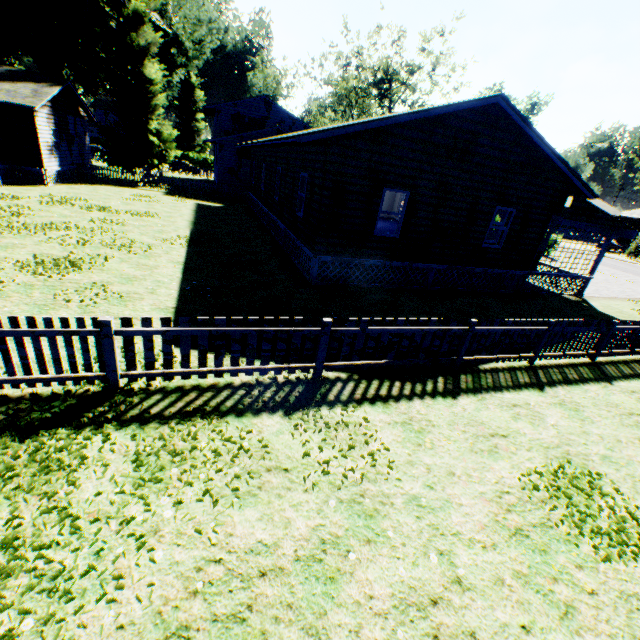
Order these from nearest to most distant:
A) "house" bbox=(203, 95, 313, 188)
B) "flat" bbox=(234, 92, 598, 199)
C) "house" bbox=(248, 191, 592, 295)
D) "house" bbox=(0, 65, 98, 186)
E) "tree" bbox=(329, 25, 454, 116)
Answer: "flat" bbox=(234, 92, 598, 199) → "house" bbox=(248, 191, 592, 295) → "house" bbox=(0, 65, 98, 186) → "house" bbox=(203, 95, 313, 188) → "tree" bbox=(329, 25, 454, 116)

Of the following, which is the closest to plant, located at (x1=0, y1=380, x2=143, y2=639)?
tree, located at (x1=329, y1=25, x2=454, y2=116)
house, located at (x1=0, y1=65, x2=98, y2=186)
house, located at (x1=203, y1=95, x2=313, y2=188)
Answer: house, located at (x1=0, y1=65, x2=98, y2=186)

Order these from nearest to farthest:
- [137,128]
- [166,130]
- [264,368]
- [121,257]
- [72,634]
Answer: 1. [72,634]
2. [264,368]
3. [121,257]
4. [137,128]
5. [166,130]

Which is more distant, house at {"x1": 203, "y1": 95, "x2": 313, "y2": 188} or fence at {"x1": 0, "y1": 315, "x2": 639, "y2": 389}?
house at {"x1": 203, "y1": 95, "x2": 313, "y2": 188}

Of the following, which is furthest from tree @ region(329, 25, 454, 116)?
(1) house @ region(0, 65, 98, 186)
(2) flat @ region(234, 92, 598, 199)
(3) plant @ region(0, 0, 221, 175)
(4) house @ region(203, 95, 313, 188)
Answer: (1) house @ region(0, 65, 98, 186)

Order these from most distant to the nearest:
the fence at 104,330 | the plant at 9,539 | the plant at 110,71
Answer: the plant at 110,71 < the fence at 104,330 < the plant at 9,539

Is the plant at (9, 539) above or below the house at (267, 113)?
below

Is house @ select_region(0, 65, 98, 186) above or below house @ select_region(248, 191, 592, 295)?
above
